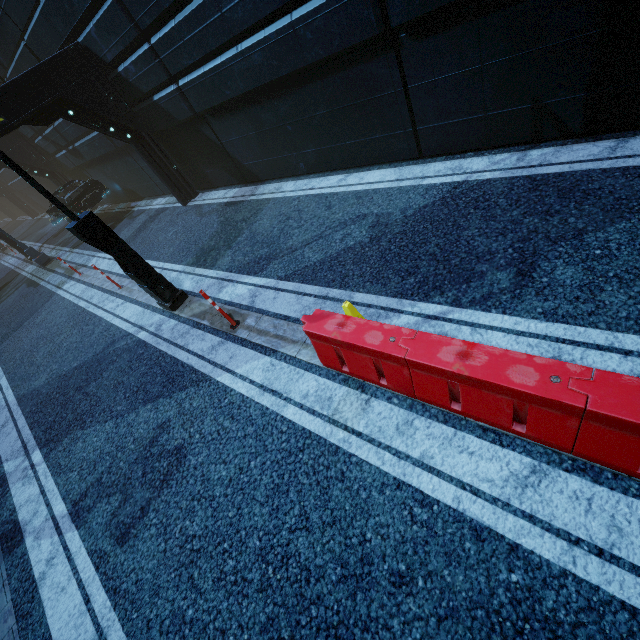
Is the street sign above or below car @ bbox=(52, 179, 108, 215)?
below

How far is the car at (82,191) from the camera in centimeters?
1488cm

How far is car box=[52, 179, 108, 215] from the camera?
14.88m

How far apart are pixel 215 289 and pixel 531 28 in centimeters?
688cm

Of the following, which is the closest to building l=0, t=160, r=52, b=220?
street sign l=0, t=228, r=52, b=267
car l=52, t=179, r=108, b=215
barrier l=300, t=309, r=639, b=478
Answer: car l=52, t=179, r=108, b=215

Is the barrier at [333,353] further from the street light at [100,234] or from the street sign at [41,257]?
the street sign at [41,257]

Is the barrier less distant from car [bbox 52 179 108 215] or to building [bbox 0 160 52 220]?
building [bbox 0 160 52 220]
